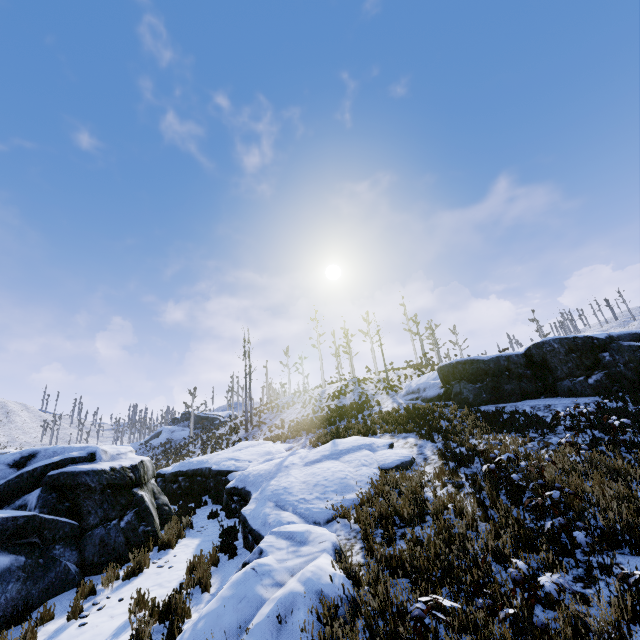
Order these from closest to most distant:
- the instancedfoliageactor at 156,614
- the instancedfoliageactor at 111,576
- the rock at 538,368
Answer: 1. the instancedfoliageactor at 156,614
2. the instancedfoliageactor at 111,576
3. the rock at 538,368

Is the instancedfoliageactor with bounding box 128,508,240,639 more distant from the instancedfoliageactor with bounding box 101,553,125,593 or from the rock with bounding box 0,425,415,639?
the instancedfoliageactor with bounding box 101,553,125,593

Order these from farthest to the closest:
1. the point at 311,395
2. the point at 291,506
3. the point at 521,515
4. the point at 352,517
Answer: the point at 311,395, the point at 291,506, the point at 352,517, the point at 521,515

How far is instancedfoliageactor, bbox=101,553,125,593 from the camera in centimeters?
691cm

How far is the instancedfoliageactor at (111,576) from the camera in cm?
691

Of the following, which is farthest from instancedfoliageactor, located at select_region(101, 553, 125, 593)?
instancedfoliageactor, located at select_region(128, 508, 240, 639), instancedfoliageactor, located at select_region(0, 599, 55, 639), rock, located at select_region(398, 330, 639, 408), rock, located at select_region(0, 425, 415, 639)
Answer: rock, located at select_region(398, 330, 639, 408)

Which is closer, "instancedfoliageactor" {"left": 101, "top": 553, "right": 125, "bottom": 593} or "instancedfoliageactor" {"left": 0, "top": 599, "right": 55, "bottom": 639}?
"instancedfoliageactor" {"left": 0, "top": 599, "right": 55, "bottom": 639}

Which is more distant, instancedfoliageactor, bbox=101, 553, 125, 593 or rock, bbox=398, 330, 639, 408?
rock, bbox=398, 330, 639, 408
